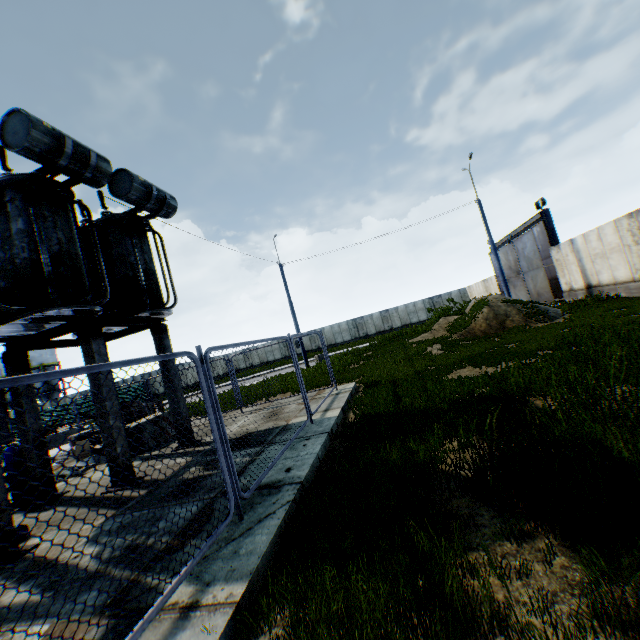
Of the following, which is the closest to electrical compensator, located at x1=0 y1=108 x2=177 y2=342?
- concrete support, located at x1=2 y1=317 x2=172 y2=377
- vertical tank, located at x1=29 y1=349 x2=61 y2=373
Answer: concrete support, located at x1=2 y1=317 x2=172 y2=377

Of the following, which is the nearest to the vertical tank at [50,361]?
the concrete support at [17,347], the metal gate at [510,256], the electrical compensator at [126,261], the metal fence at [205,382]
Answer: the metal fence at [205,382]

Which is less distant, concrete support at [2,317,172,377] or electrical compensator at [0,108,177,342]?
electrical compensator at [0,108,177,342]

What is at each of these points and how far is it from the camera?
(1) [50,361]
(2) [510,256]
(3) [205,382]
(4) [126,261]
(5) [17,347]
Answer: (1) vertical tank, 51.6 meters
(2) metal gate, 26.9 meters
(3) metal fence, 4.0 meters
(4) electrical compensator, 8.7 meters
(5) concrete support, 7.2 meters

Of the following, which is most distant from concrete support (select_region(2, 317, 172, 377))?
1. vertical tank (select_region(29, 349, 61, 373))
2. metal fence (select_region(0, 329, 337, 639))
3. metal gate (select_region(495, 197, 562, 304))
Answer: vertical tank (select_region(29, 349, 61, 373))

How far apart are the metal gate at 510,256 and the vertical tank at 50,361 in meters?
64.1 m

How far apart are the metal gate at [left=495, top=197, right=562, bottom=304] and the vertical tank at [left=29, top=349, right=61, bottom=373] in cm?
6408

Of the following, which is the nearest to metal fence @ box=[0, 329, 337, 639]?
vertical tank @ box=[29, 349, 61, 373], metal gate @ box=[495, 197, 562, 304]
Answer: vertical tank @ box=[29, 349, 61, 373]
